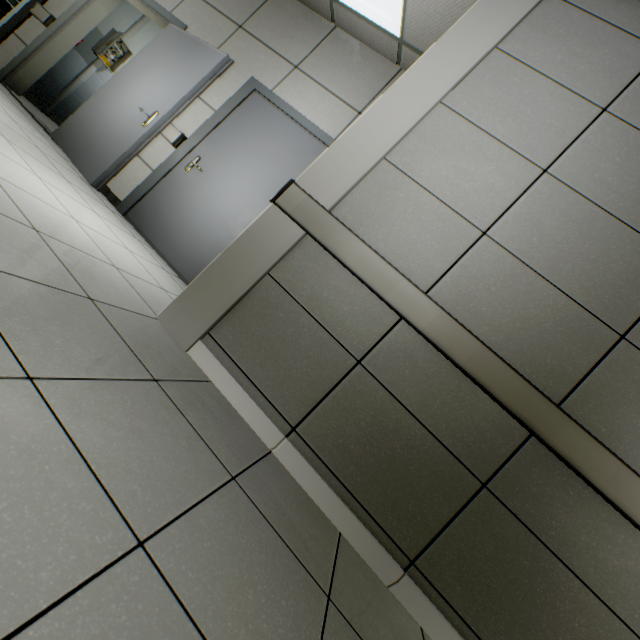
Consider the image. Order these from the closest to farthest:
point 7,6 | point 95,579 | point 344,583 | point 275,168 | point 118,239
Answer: point 95,579
point 344,583
point 118,239
point 275,168
point 7,6

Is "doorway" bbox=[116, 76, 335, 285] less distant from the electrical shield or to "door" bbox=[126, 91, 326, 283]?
"door" bbox=[126, 91, 326, 283]

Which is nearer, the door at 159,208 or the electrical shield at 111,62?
the door at 159,208

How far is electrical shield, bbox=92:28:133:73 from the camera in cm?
525

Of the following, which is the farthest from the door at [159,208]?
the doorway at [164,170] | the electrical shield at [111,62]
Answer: the electrical shield at [111,62]

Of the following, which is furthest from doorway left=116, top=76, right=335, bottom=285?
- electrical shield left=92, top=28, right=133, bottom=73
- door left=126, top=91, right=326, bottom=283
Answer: electrical shield left=92, top=28, right=133, bottom=73

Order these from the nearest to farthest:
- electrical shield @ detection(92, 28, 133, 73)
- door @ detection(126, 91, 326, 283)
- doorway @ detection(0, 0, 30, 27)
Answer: door @ detection(126, 91, 326, 283), doorway @ detection(0, 0, 30, 27), electrical shield @ detection(92, 28, 133, 73)

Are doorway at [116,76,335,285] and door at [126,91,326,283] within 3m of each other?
yes
